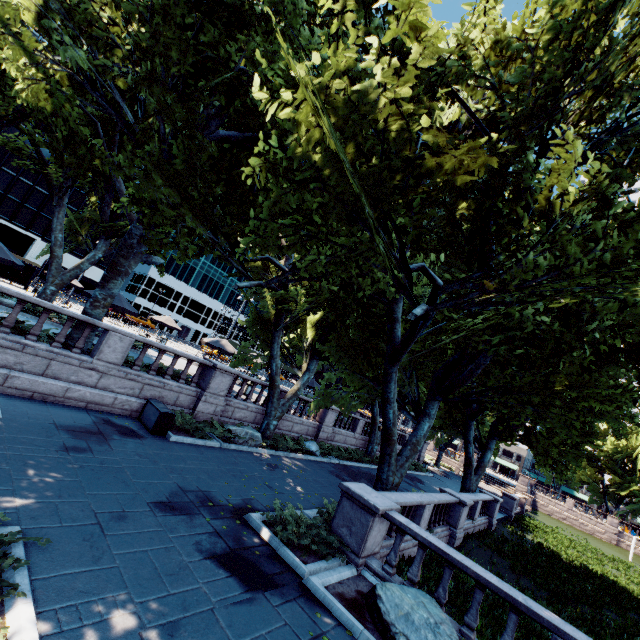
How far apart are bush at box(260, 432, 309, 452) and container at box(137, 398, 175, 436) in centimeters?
736cm

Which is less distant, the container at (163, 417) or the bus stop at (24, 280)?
the container at (163, 417)

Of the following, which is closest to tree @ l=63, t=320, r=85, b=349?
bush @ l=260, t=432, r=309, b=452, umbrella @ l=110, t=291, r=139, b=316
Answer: bush @ l=260, t=432, r=309, b=452

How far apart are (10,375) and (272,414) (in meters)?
10.80

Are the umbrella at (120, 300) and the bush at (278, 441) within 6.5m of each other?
no

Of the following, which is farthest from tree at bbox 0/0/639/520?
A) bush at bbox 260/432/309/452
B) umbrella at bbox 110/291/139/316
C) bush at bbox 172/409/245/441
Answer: umbrella at bbox 110/291/139/316

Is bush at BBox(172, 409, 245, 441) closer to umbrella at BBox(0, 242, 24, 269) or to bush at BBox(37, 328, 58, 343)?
bush at BBox(37, 328, 58, 343)

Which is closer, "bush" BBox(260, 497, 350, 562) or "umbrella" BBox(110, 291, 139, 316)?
"bush" BBox(260, 497, 350, 562)
